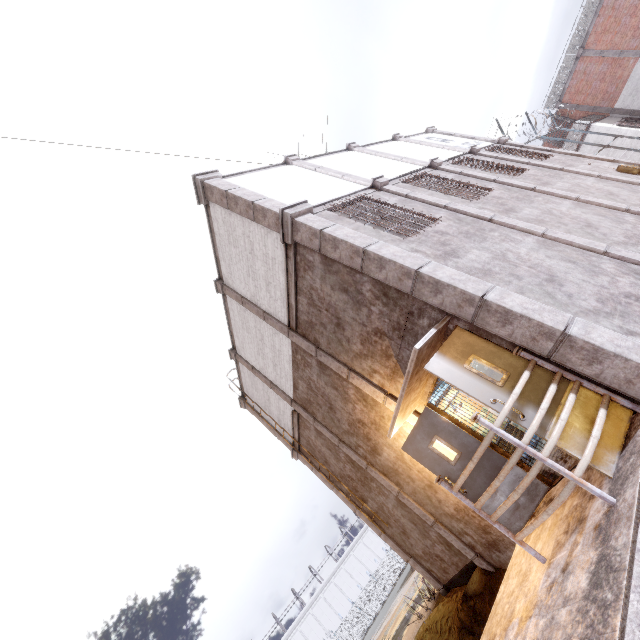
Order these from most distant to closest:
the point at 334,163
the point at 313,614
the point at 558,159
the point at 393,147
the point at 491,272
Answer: the point at 313,614
the point at 393,147
the point at 558,159
the point at 334,163
the point at 491,272

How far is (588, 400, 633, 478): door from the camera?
3.40m

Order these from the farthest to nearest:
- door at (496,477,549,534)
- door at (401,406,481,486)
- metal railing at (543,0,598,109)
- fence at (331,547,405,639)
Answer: fence at (331,547,405,639)
metal railing at (543,0,598,109)
door at (401,406,481,486)
door at (496,477,549,534)

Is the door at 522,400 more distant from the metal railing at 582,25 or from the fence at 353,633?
the metal railing at 582,25

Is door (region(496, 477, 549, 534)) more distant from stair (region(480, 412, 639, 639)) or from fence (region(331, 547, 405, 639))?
fence (region(331, 547, 405, 639))

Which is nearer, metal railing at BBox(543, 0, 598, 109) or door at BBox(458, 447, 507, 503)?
door at BBox(458, 447, 507, 503)

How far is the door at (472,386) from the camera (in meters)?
4.09

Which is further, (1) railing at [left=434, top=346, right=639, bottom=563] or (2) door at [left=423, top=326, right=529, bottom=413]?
(2) door at [left=423, top=326, right=529, bottom=413]
